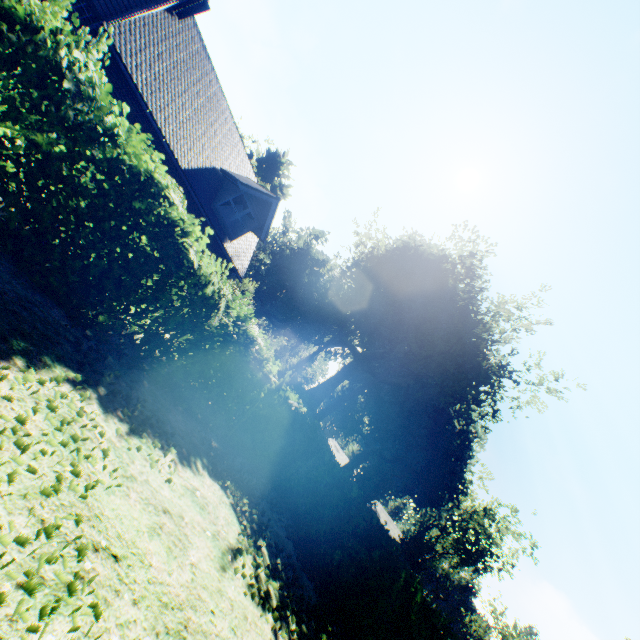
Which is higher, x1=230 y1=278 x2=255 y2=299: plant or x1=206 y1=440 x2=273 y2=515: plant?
x1=230 y1=278 x2=255 y2=299: plant

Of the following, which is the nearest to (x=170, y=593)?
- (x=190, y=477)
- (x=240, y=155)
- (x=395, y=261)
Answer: (x=190, y=477)

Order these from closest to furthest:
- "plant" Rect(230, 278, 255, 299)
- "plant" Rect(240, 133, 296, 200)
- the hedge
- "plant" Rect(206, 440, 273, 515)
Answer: the hedge → "plant" Rect(206, 440, 273, 515) → "plant" Rect(230, 278, 255, 299) → "plant" Rect(240, 133, 296, 200)

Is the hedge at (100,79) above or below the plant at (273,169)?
below

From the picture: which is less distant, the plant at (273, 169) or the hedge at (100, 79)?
the hedge at (100, 79)

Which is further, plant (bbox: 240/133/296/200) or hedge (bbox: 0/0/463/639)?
plant (bbox: 240/133/296/200)

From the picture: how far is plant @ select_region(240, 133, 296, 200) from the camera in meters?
42.3 m
